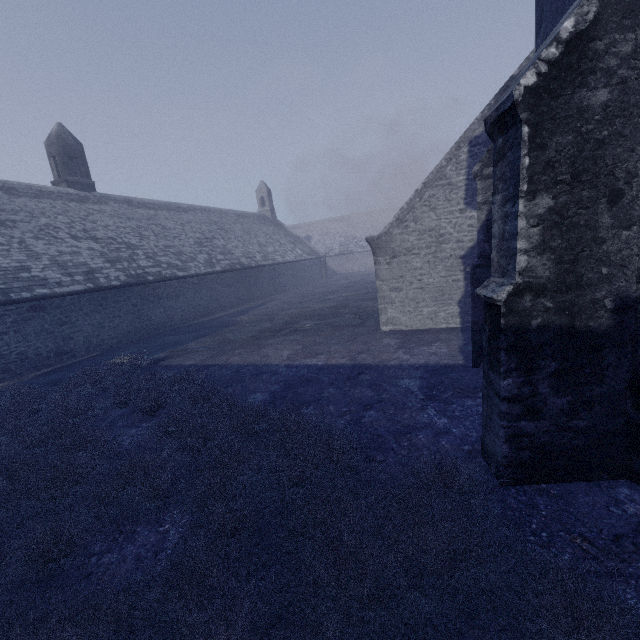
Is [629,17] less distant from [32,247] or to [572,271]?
[572,271]
